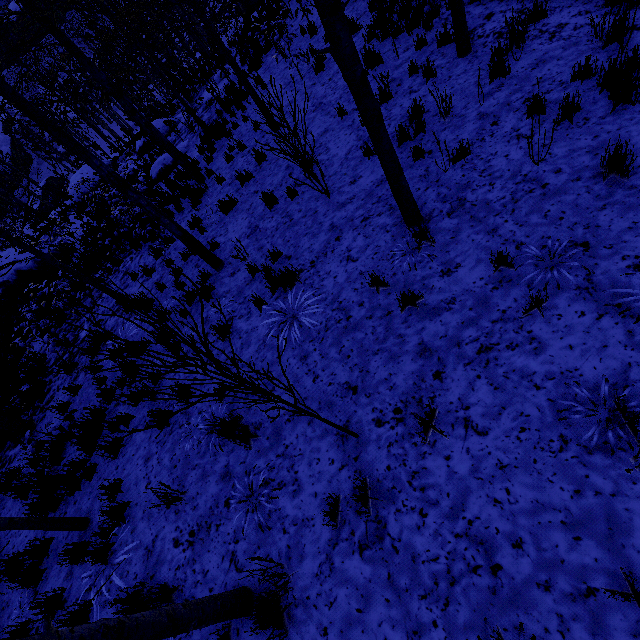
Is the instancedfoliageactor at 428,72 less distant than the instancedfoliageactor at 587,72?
No

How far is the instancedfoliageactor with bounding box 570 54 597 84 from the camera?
4.41m

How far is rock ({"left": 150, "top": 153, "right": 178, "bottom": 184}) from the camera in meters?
12.8

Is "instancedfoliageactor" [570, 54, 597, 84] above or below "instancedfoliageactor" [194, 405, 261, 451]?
below

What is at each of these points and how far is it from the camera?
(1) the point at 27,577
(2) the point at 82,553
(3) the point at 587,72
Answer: (1) instancedfoliageactor, 5.0m
(2) instancedfoliageactor, 4.7m
(3) instancedfoliageactor, 4.5m

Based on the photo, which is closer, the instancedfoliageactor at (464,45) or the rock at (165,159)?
the instancedfoliageactor at (464,45)

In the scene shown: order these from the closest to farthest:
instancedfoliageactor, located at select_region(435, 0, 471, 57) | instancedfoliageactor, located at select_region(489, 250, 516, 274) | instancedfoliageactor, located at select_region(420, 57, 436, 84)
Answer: instancedfoliageactor, located at select_region(489, 250, 516, 274) → instancedfoliageactor, located at select_region(435, 0, 471, 57) → instancedfoliageactor, located at select_region(420, 57, 436, 84)

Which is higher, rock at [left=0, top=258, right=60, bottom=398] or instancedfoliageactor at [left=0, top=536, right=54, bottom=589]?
rock at [left=0, top=258, right=60, bottom=398]
